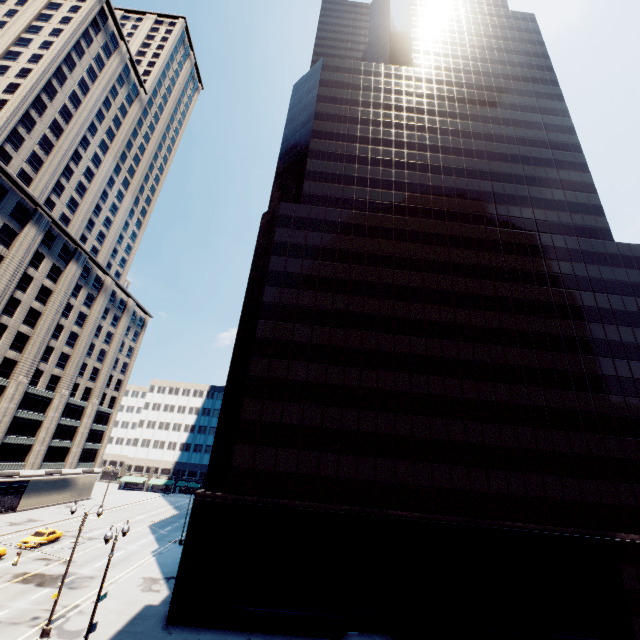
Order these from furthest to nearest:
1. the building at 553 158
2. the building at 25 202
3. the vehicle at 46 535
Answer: the building at 25 202, the vehicle at 46 535, the building at 553 158

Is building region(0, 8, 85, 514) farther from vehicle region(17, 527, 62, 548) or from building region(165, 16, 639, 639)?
building region(165, 16, 639, 639)

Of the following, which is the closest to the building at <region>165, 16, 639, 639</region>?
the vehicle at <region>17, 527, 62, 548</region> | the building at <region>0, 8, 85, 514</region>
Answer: the vehicle at <region>17, 527, 62, 548</region>

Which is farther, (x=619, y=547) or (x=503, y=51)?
(x=503, y=51)

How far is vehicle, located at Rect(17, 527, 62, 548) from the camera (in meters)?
35.84

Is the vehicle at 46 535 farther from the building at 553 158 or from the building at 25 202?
the building at 553 158
